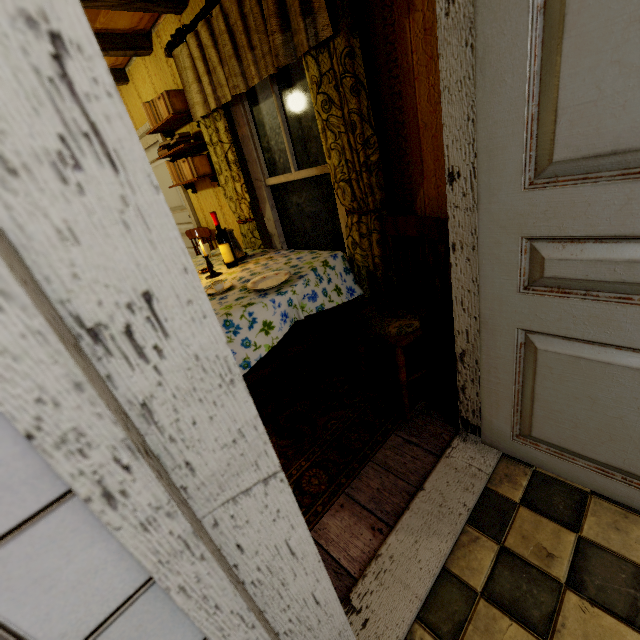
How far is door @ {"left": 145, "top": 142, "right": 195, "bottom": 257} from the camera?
4.3m

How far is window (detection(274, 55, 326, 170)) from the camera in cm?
221

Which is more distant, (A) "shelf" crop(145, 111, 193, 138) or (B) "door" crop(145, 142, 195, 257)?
(B) "door" crop(145, 142, 195, 257)

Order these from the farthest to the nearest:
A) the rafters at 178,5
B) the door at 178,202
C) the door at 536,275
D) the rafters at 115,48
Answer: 1. the door at 178,202
2. the rafters at 115,48
3. the rafters at 178,5
4. the door at 536,275

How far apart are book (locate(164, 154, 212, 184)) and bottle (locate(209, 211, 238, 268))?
0.87m

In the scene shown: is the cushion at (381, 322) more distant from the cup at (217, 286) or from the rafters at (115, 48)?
the rafters at (115, 48)

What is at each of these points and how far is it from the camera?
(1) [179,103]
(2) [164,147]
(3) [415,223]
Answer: (1) book, 2.95m
(2) book, 3.41m
(3) chair, 1.81m

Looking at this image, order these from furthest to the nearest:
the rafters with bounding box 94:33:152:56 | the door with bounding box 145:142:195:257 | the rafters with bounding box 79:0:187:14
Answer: the door with bounding box 145:142:195:257, the rafters with bounding box 94:33:152:56, the rafters with bounding box 79:0:187:14
